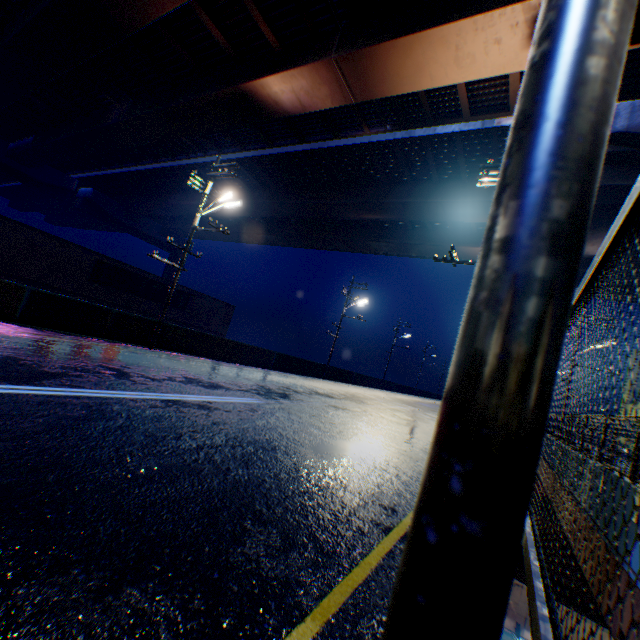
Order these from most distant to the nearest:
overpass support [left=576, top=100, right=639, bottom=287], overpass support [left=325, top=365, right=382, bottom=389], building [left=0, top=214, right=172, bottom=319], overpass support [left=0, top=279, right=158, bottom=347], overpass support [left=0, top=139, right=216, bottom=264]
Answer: overpass support [left=0, top=139, right=216, bottom=264]
overpass support [left=325, top=365, right=382, bottom=389]
building [left=0, top=214, right=172, bottom=319]
overpass support [left=576, top=100, right=639, bottom=287]
overpass support [left=0, top=279, right=158, bottom=347]

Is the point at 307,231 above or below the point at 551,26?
above

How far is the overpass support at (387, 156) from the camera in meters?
18.7 m

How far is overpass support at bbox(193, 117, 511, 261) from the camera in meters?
Answer: 18.7

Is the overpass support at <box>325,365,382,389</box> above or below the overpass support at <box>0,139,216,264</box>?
below

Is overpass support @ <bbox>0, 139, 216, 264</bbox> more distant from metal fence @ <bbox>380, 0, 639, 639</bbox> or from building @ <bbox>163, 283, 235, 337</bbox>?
building @ <bbox>163, 283, 235, 337</bbox>

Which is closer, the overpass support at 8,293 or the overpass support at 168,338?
the overpass support at 8,293
